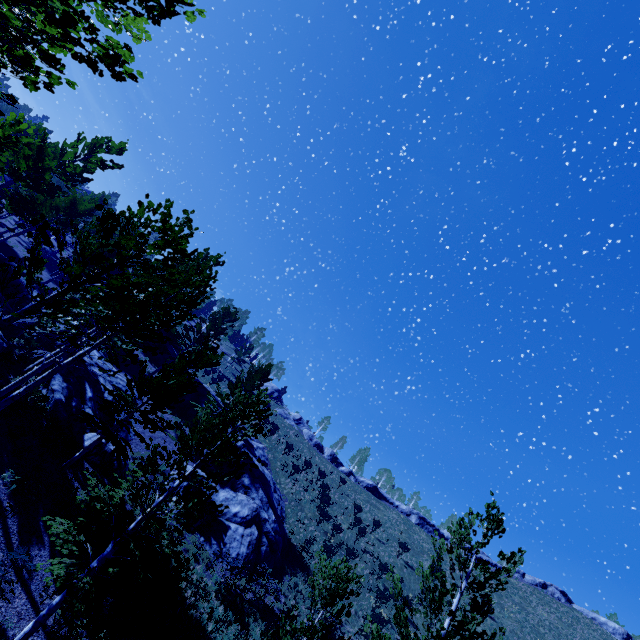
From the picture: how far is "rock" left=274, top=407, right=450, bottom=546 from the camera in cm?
4606

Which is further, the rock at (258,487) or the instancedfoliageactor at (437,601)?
the rock at (258,487)

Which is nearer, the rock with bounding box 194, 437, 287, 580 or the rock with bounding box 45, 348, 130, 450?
the rock with bounding box 45, 348, 130, 450

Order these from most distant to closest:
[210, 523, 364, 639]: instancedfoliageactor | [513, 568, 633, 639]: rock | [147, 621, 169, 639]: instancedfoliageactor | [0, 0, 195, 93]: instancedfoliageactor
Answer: [513, 568, 633, 639]: rock < [147, 621, 169, 639]: instancedfoliageactor < [210, 523, 364, 639]: instancedfoliageactor < [0, 0, 195, 93]: instancedfoliageactor

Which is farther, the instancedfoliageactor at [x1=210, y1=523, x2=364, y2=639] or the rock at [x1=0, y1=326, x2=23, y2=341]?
the rock at [x1=0, y1=326, x2=23, y2=341]

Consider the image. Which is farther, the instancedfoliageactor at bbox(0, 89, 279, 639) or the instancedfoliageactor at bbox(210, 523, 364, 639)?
the instancedfoliageactor at bbox(210, 523, 364, 639)

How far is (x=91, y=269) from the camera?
23.61m

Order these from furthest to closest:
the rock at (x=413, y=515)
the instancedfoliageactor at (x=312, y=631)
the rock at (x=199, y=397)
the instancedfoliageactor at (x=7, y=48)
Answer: the rock at (x=413, y=515)
the rock at (x=199, y=397)
the instancedfoliageactor at (x=312, y=631)
the instancedfoliageactor at (x=7, y=48)
